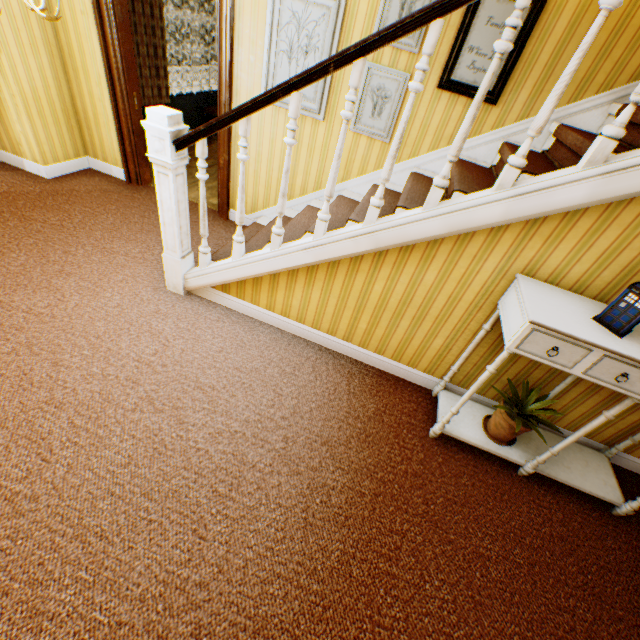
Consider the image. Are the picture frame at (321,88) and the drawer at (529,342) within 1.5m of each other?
no

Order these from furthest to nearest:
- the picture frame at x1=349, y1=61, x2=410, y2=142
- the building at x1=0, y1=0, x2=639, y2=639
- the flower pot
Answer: the picture frame at x1=349, y1=61, x2=410, y2=142 → the flower pot → the building at x1=0, y1=0, x2=639, y2=639

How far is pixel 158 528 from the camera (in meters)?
1.85

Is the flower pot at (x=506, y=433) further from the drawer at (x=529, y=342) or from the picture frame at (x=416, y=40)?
the picture frame at (x=416, y=40)

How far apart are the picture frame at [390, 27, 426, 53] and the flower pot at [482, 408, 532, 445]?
3.1m

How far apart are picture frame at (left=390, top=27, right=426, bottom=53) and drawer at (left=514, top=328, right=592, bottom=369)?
2.7m

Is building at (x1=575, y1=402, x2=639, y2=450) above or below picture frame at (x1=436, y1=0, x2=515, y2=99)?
below

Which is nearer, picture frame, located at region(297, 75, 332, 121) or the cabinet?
the cabinet
